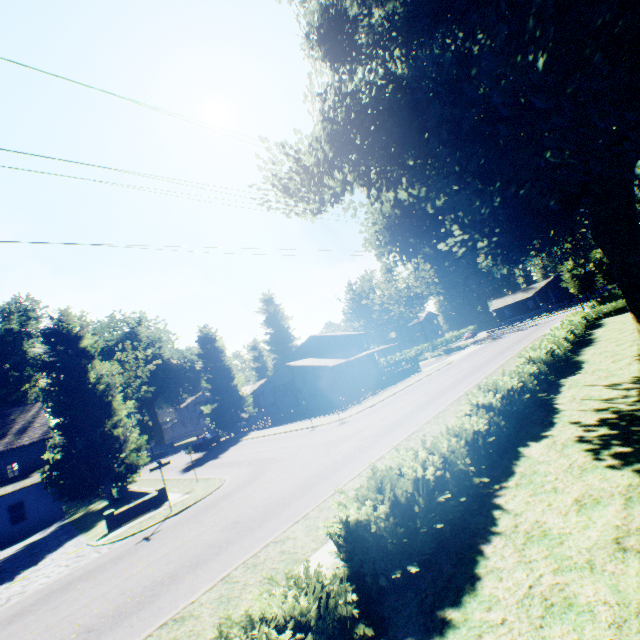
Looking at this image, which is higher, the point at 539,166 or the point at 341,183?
the point at 341,183

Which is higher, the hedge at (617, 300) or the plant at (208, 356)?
the plant at (208, 356)

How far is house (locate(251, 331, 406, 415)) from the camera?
39.9 meters

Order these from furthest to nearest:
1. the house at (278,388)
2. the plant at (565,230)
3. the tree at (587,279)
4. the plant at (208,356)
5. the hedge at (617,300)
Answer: the plant at (208,356) < the house at (278,388) < the tree at (587,279) < the plant at (565,230) < the hedge at (617,300)

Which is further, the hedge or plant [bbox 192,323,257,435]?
plant [bbox 192,323,257,435]

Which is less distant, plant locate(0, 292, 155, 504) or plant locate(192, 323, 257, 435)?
plant locate(0, 292, 155, 504)

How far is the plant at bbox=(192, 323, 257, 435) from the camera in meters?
42.2

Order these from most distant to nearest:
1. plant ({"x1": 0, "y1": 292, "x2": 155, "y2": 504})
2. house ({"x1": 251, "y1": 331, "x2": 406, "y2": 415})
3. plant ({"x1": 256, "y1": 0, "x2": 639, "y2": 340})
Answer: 1. house ({"x1": 251, "y1": 331, "x2": 406, "y2": 415})
2. plant ({"x1": 0, "y1": 292, "x2": 155, "y2": 504})
3. plant ({"x1": 256, "y1": 0, "x2": 639, "y2": 340})
